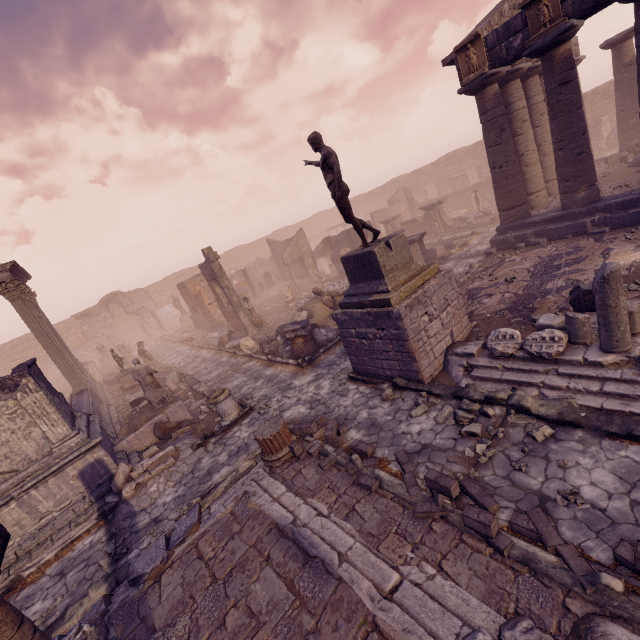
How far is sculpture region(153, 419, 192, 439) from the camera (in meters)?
9.82

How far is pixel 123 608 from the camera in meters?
4.7 m

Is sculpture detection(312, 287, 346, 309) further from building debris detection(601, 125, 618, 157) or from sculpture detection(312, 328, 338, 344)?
building debris detection(601, 125, 618, 157)

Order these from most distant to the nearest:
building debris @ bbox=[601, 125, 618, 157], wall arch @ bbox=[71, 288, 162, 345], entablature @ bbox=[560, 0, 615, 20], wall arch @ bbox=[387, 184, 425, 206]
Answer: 1. wall arch @ bbox=[387, 184, 425, 206]
2. wall arch @ bbox=[71, 288, 162, 345]
3. building debris @ bbox=[601, 125, 618, 157]
4. entablature @ bbox=[560, 0, 615, 20]

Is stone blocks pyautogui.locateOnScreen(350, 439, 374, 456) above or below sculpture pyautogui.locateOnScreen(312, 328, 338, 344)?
below

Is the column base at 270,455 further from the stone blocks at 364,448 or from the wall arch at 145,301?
the wall arch at 145,301

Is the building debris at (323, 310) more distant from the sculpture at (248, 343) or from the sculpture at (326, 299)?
the sculpture at (248, 343)

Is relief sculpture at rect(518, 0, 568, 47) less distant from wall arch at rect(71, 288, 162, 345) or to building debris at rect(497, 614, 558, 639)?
building debris at rect(497, 614, 558, 639)
